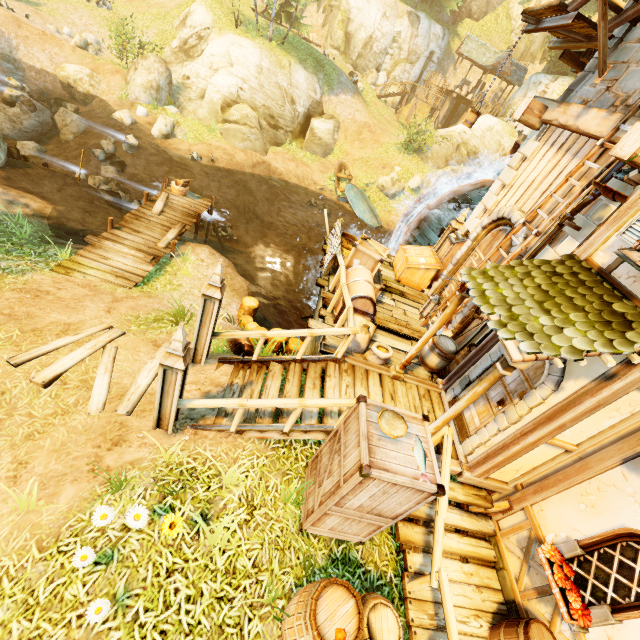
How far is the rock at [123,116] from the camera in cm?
1778

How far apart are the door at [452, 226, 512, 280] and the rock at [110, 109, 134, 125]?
19.2m

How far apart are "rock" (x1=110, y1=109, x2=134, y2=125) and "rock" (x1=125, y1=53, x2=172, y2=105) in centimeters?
132cm

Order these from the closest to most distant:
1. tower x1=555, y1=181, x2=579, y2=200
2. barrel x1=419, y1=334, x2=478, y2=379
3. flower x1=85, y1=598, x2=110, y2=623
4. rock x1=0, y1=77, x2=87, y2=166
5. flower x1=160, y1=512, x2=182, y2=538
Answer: flower x1=85, y1=598, x2=110, y2=623
flower x1=160, y1=512, x2=182, y2=538
tower x1=555, y1=181, x2=579, y2=200
barrel x1=419, y1=334, x2=478, y2=379
rock x1=0, y1=77, x2=87, y2=166

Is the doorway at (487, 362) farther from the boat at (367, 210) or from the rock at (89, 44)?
the rock at (89, 44)

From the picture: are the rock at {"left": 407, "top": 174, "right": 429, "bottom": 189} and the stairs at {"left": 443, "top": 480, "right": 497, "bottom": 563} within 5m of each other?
no

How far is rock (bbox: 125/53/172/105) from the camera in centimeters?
1838cm

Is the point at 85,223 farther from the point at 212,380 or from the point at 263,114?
the point at 263,114
